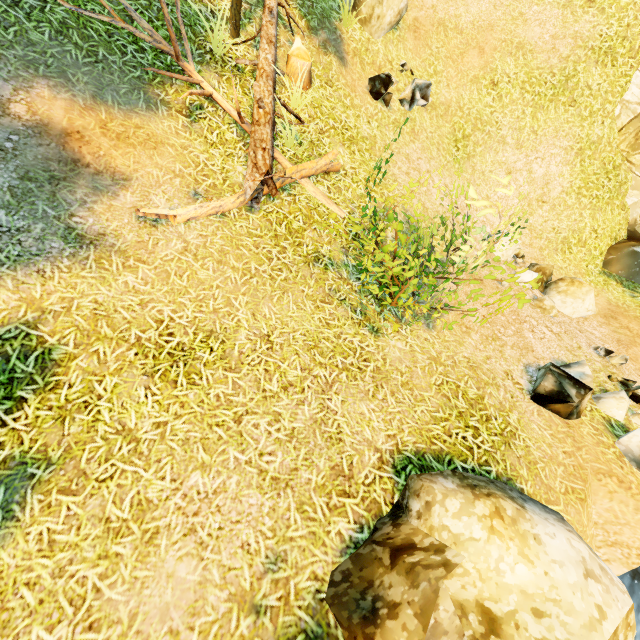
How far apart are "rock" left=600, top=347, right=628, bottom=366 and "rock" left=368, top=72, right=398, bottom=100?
7.3m

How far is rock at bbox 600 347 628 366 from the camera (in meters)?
6.48

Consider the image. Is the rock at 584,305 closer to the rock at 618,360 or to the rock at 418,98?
the rock at 618,360

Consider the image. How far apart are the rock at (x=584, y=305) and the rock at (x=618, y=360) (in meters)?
1.87

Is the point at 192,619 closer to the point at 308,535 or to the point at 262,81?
the point at 308,535

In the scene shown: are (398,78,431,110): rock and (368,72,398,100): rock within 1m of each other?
yes

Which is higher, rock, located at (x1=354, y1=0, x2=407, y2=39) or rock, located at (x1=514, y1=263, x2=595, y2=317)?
rock, located at (x1=354, y1=0, x2=407, y2=39)

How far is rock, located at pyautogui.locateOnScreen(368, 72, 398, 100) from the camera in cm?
751
